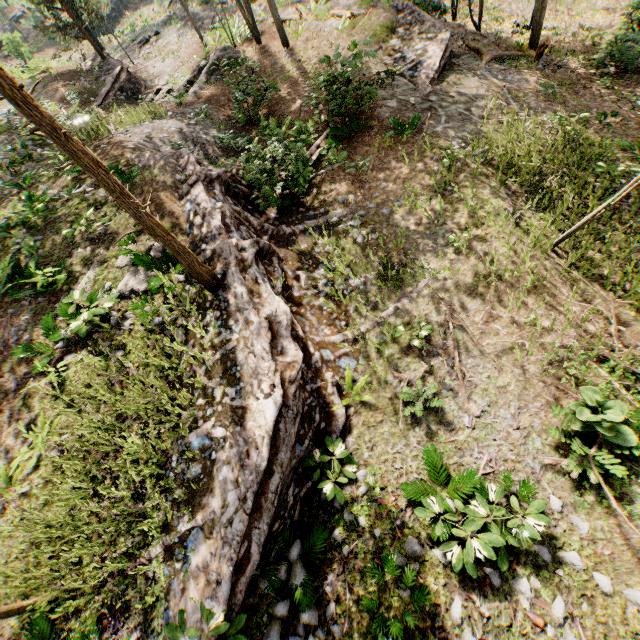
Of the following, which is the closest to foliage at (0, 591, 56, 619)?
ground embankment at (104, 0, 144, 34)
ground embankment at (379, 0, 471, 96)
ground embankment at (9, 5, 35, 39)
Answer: ground embankment at (379, 0, 471, 96)

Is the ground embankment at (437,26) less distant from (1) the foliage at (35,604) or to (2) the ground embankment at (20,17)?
(1) the foliage at (35,604)

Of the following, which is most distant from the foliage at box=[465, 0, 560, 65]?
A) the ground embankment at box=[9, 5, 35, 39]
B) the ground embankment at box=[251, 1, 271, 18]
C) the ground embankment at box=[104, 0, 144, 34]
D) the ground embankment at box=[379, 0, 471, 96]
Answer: the ground embankment at box=[104, 0, 144, 34]

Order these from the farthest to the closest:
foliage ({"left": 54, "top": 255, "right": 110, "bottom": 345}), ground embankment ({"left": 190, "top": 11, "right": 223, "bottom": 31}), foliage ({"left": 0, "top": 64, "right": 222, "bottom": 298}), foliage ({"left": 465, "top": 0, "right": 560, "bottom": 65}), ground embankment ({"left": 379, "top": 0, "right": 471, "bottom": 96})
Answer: ground embankment ({"left": 190, "top": 11, "right": 223, "bottom": 31})
foliage ({"left": 465, "top": 0, "right": 560, "bottom": 65})
ground embankment ({"left": 379, "top": 0, "right": 471, "bottom": 96})
foliage ({"left": 54, "top": 255, "right": 110, "bottom": 345})
foliage ({"left": 0, "top": 64, "right": 222, "bottom": 298})

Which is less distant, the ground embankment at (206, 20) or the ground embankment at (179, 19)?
the ground embankment at (206, 20)

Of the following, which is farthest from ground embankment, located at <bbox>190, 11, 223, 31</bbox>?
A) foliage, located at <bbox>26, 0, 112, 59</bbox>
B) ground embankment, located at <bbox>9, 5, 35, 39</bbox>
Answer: ground embankment, located at <bbox>9, 5, 35, 39</bbox>

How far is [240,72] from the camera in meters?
13.4
